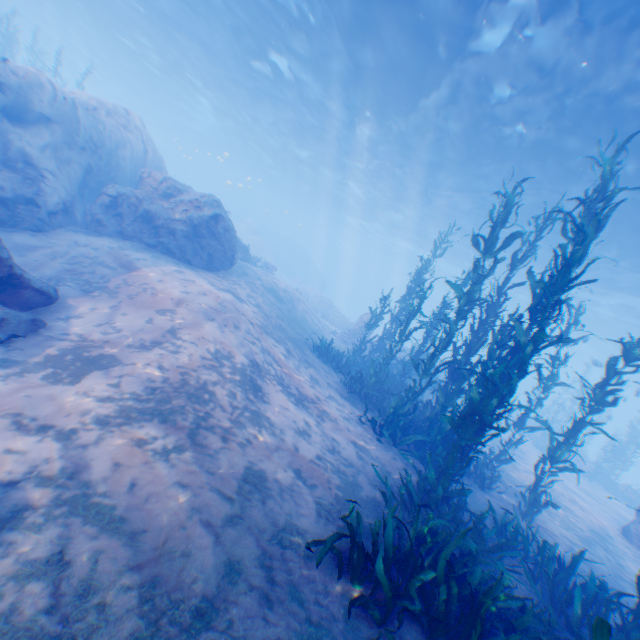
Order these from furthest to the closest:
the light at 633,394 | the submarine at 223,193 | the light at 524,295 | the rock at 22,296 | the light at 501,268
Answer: the submarine at 223,193 < the light at 524,295 < the light at 501,268 < the light at 633,394 < the rock at 22,296

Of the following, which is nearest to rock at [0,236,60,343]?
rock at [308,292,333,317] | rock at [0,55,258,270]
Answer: rock at [0,55,258,270]

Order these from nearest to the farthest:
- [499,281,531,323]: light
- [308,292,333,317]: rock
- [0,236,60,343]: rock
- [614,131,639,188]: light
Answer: [0,236,60,343]: rock
[614,131,639,188]: light
[308,292,333,317]: rock
[499,281,531,323]: light

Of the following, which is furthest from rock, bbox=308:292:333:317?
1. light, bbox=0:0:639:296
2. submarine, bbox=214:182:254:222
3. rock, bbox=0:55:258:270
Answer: light, bbox=0:0:639:296

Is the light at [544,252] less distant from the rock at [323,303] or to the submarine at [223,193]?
Answer: the submarine at [223,193]

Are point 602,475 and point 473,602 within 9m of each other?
no

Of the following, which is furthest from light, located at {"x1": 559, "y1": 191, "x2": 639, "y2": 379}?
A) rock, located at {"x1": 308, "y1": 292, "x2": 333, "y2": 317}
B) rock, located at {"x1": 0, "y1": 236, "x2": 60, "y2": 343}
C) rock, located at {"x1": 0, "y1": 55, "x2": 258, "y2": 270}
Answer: rock, located at {"x1": 308, "y1": 292, "x2": 333, "y2": 317}
